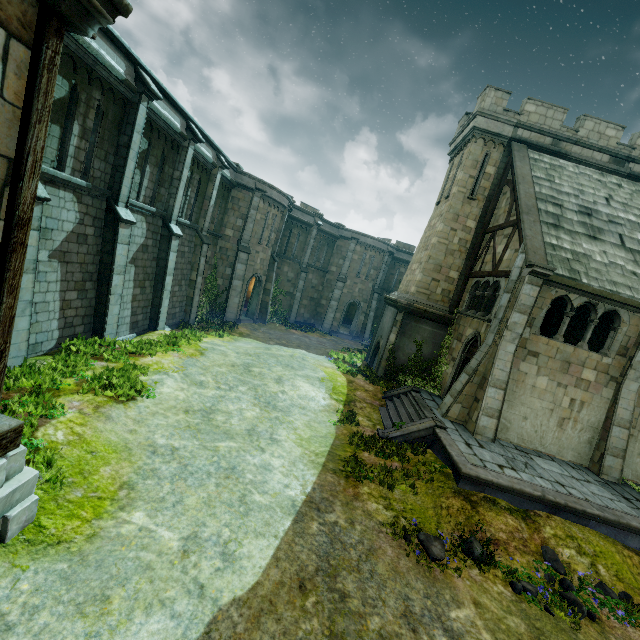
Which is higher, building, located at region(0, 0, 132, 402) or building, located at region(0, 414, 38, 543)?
building, located at region(0, 0, 132, 402)

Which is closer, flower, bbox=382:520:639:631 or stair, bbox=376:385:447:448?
flower, bbox=382:520:639:631

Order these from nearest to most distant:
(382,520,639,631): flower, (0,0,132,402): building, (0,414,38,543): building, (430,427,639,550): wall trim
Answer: (0,0,132,402): building → (0,414,38,543): building → (382,520,639,631): flower → (430,427,639,550): wall trim

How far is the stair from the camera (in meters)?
11.95

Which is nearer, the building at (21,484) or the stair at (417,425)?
the building at (21,484)

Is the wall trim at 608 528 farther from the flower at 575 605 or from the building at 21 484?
the building at 21 484

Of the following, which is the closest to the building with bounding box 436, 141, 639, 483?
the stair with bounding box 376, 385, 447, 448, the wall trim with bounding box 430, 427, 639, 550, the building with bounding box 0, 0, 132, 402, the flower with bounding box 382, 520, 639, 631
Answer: the stair with bounding box 376, 385, 447, 448

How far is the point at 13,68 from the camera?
3.4 meters
